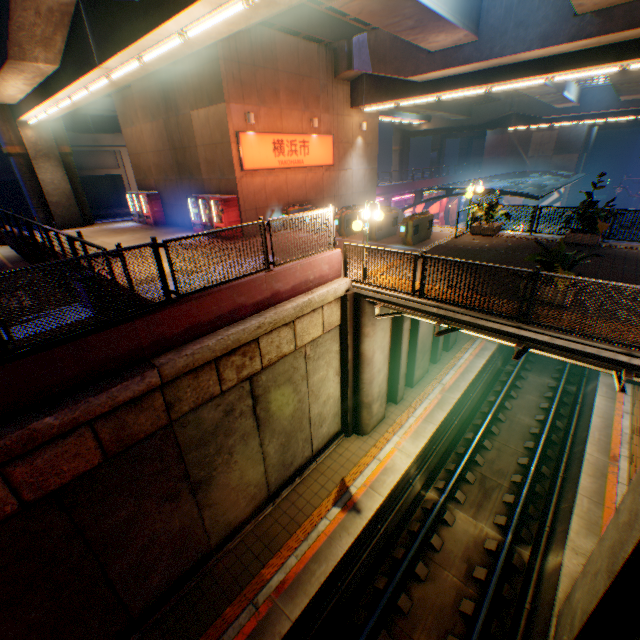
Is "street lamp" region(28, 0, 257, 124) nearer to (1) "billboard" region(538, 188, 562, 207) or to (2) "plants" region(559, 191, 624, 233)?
(2) "plants" region(559, 191, 624, 233)

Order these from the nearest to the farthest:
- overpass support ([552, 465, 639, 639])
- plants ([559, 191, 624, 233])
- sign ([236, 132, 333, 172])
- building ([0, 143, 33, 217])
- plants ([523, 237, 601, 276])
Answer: overpass support ([552, 465, 639, 639]) < plants ([523, 237, 601, 276]) < plants ([559, 191, 624, 233]) < sign ([236, 132, 333, 172]) < building ([0, 143, 33, 217])

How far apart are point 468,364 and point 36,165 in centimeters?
2769cm

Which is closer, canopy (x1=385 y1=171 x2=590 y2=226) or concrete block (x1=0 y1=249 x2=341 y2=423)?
concrete block (x1=0 y1=249 x2=341 y2=423)

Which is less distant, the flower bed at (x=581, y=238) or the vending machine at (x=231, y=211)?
the flower bed at (x=581, y=238)

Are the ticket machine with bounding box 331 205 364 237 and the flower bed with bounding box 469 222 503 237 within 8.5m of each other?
yes

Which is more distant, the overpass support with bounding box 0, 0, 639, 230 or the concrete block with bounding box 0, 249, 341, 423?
the overpass support with bounding box 0, 0, 639, 230

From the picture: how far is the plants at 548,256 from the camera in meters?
7.2 m
